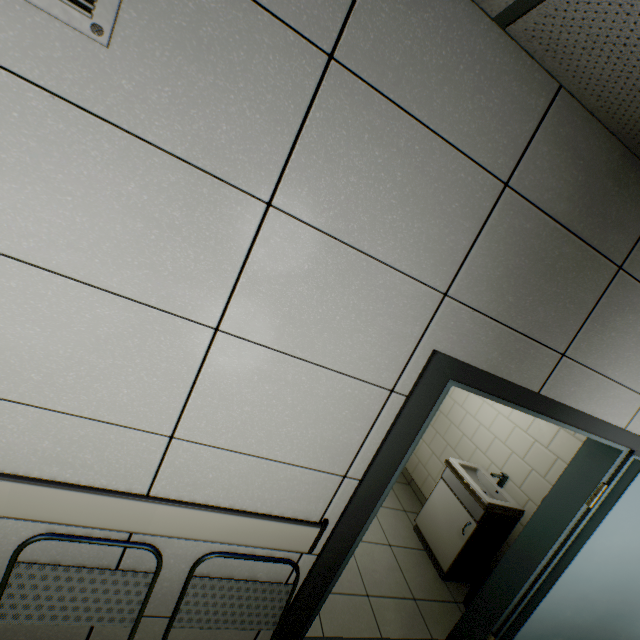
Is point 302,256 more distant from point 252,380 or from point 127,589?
point 127,589

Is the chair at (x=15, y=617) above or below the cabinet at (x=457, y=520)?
above

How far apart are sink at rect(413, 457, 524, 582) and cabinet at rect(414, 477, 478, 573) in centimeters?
2cm

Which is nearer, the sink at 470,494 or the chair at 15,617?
the chair at 15,617

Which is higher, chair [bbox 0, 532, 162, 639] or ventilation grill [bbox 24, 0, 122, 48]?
ventilation grill [bbox 24, 0, 122, 48]

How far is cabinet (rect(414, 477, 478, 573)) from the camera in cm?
309

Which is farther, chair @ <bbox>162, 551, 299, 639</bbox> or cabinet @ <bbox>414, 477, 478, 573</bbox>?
cabinet @ <bbox>414, 477, 478, 573</bbox>

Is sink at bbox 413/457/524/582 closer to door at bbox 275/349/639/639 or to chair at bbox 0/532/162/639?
door at bbox 275/349/639/639
